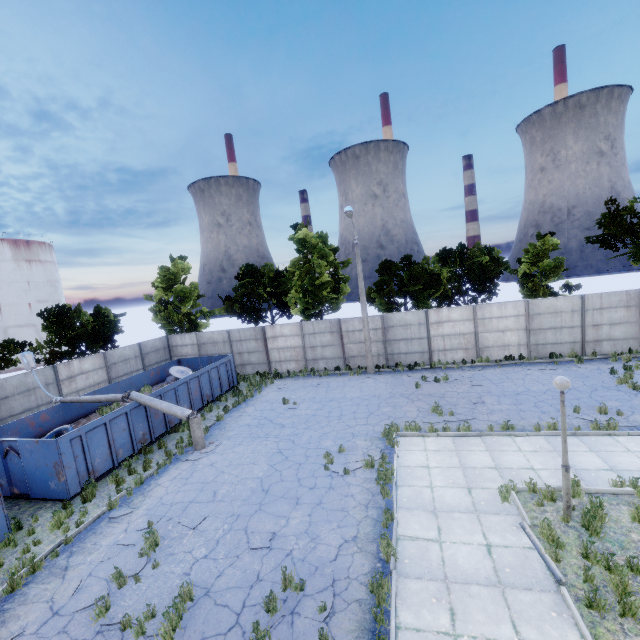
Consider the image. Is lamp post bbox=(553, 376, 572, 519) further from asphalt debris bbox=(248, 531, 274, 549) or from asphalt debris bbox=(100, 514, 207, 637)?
asphalt debris bbox=(100, 514, 207, 637)

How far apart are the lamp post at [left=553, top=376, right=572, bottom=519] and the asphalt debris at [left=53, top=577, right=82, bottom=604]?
11.50m

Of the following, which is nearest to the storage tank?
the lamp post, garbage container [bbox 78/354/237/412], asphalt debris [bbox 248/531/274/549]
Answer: garbage container [bbox 78/354/237/412]

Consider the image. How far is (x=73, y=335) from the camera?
20.88m

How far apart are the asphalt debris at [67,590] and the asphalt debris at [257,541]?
3.9m

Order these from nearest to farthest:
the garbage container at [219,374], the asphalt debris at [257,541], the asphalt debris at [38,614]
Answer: the asphalt debris at [38,614]
the asphalt debris at [257,541]
the garbage container at [219,374]

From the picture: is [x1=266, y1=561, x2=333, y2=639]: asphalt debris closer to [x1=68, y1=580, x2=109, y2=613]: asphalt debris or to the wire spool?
[x1=68, y1=580, x2=109, y2=613]: asphalt debris

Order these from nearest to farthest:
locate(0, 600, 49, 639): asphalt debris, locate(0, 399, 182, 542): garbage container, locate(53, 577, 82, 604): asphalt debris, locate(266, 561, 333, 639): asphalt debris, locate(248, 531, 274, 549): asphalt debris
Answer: locate(266, 561, 333, 639): asphalt debris → locate(0, 600, 49, 639): asphalt debris → locate(53, 577, 82, 604): asphalt debris → locate(248, 531, 274, 549): asphalt debris → locate(0, 399, 182, 542): garbage container
